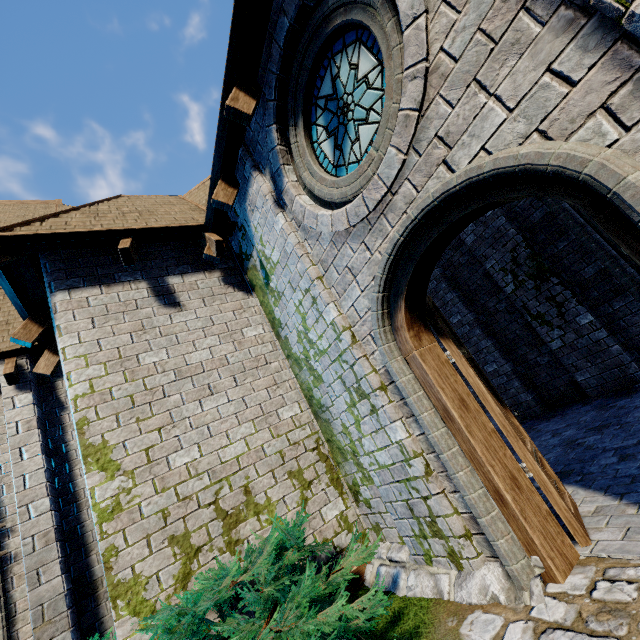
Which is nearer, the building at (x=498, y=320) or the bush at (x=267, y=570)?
the bush at (x=267, y=570)

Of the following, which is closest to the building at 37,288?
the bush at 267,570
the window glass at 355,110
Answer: the bush at 267,570

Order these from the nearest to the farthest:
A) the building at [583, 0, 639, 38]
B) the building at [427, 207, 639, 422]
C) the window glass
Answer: the building at [583, 0, 639, 38], the window glass, the building at [427, 207, 639, 422]

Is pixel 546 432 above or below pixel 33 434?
below

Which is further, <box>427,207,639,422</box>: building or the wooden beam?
<box>427,207,639,422</box>: building

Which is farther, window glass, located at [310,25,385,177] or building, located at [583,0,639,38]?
window glass, located at [310,25,385,177]

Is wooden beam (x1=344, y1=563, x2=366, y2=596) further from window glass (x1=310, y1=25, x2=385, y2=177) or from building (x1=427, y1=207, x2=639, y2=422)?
window glass (x1=310, y1=25, x2=385, y2=177)

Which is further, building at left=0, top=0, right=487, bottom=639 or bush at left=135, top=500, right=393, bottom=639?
building at left=0, top=0, right=487, bottom=639
